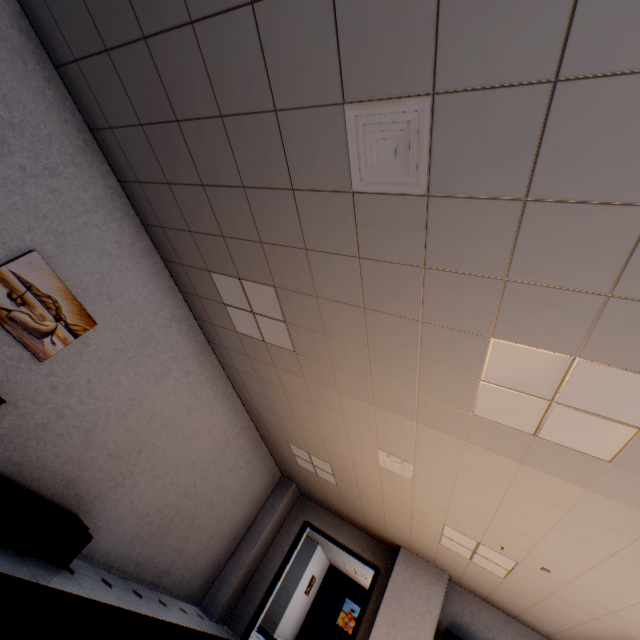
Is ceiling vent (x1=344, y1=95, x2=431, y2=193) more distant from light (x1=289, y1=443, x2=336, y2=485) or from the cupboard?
light (x1=289, y1=443, x2=336, y2=485)

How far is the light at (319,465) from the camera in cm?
608

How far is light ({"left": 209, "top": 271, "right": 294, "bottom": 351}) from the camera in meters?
3.5

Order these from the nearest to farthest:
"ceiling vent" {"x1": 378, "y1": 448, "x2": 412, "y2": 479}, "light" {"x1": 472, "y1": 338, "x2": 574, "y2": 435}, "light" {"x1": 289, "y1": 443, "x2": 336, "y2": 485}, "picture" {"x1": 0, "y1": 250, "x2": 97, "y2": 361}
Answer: "light" {"x1": 472, "y1": 338, "x2": 574, "y2": 435} → "picture" {"x1": 0, "y1": 250, "x2": 97, "y2": 361} → "ceiling vent" {"x1": 378, "y1": 448, "x2": 412, "y2": 479} → "light" {"x1": 289, "y1": 443, "x2": 336, "y2": 485}

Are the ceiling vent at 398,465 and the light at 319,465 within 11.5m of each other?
yes

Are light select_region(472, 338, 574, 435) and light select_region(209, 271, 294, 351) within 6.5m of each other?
yes

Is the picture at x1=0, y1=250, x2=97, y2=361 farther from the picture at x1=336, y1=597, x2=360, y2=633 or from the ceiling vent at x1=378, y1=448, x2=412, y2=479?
the picture at x1=336, y1=597, x2=360, y2=633

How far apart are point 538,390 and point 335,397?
2.30m
